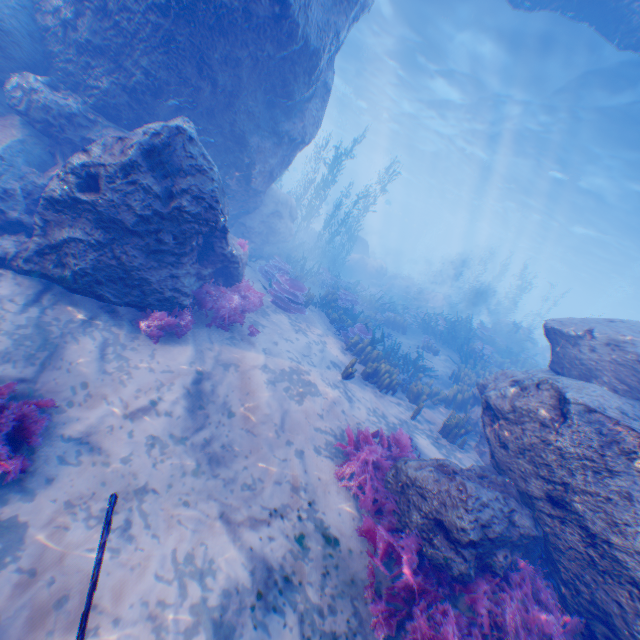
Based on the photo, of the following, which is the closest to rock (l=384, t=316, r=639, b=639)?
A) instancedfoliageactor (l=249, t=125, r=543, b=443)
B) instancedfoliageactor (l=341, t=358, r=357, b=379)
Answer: instancedfoliageactor (l=249, t=125, r=543, b=443)

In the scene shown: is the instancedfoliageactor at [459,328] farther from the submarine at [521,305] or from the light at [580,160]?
the light at [580,160]

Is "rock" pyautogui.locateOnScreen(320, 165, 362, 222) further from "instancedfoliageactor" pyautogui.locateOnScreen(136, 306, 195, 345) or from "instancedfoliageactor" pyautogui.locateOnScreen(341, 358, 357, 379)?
"instancedfoliageactor" pyautogui.locateOnScreen(341, 358, 357, 379)

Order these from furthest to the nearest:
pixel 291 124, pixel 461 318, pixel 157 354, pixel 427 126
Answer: pixel 427 126, pixel 461 318, pixel 291 124, pixel 157 354

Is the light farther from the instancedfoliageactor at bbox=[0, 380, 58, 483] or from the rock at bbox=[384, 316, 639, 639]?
the instancedfoliageactor at bbox=[0, 380, 58, 483]

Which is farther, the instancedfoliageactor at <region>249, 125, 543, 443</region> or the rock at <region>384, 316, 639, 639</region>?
the instancedfoliageactor at <region>249, 125, 543, 443</region>

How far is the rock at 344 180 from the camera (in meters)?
50.31

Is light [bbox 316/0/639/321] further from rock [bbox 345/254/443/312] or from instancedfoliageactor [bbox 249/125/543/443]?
instancedfoliageactor [bbox 249/125/543/443]
